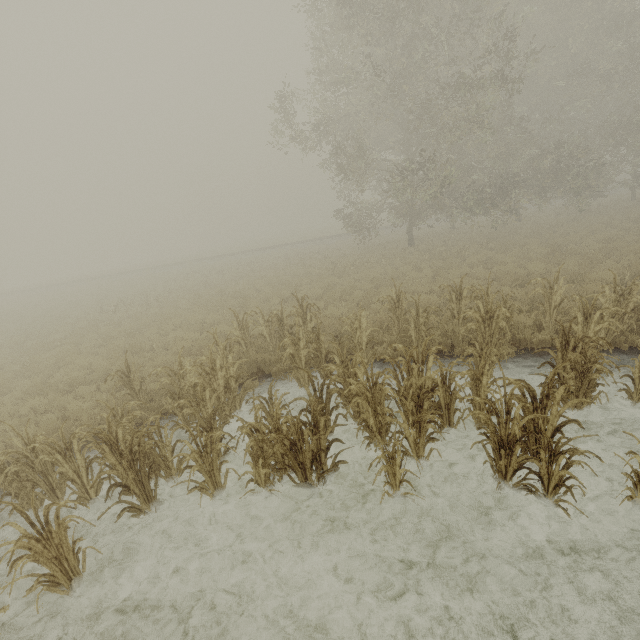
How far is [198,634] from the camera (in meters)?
3.79
